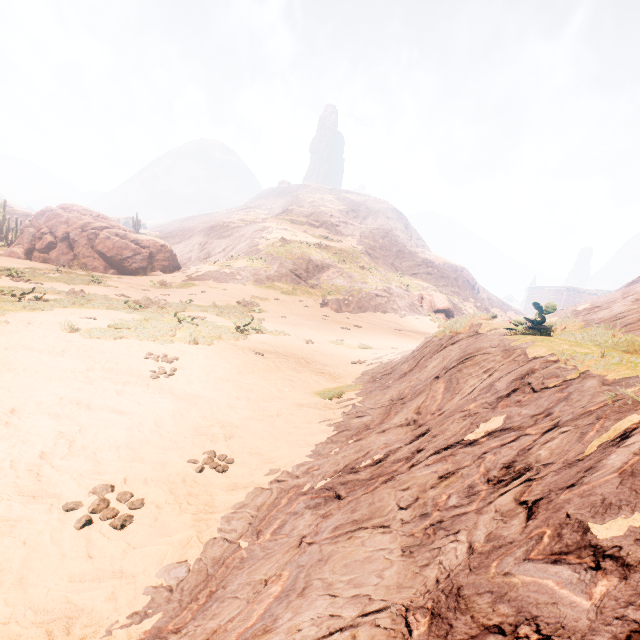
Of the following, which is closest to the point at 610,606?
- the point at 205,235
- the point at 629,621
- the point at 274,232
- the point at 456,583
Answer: the point at 629,621

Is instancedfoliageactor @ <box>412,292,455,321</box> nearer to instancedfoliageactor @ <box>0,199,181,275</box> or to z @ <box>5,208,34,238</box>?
instancedfoliageactor @ <box>0,199,181,275</box>

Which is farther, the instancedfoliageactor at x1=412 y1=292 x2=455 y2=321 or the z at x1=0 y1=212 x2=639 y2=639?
the instancedfoliageactor at x1=412 y1=292 x2=455 y2=321

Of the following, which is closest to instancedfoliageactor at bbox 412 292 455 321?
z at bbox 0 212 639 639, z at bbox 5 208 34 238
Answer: z at bbox 0 212 639 639

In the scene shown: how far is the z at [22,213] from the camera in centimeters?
5253cm

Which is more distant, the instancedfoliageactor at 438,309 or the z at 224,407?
the instancedfoliageactor at 438,309

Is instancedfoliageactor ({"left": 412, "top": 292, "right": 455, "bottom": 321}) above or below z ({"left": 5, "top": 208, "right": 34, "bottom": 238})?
below

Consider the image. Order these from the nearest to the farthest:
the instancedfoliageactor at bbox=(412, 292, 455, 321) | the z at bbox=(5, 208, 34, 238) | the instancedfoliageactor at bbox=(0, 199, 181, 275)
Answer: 1. the instancedfoliageactor at bbox=(0, 199, 181, 275)
2. the instancedfoliageactor at bbox=(412, 292, 455, 321)
3. the z at bbox=(5, 208, 34, 238)
